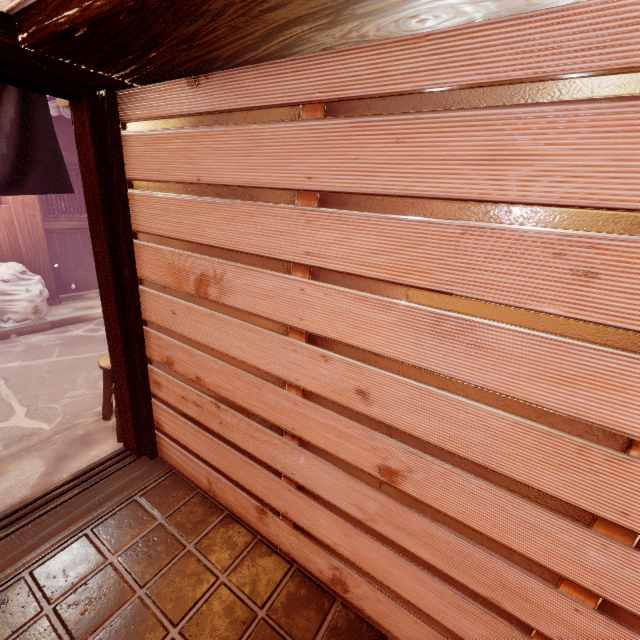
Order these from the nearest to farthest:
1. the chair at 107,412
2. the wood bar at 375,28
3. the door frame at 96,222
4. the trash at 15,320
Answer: the wood bar at 375,28 < the door frame at 96,222 < the chair at 107,412 < the trash at 15,320

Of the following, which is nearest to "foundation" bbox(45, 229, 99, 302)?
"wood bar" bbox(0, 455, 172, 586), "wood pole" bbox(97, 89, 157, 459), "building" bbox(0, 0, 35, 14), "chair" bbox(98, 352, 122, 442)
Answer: "chair" bbox(98, 352, 122, 442)

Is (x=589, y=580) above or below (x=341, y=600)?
above

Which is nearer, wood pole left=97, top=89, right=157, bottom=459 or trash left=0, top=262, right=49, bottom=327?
wood pole left=97, top=89, right=157, bottom=459

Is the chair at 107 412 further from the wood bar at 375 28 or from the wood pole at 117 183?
the wood bar at 375 28

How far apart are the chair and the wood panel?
9.4m

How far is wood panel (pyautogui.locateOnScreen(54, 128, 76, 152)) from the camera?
10.85m

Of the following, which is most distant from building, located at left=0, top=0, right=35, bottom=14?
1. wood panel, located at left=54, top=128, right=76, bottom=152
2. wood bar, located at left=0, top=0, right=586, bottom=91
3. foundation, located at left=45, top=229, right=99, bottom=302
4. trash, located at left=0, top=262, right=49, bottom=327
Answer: wood panel, located at left=54, top=128, right=76, bottom=152
